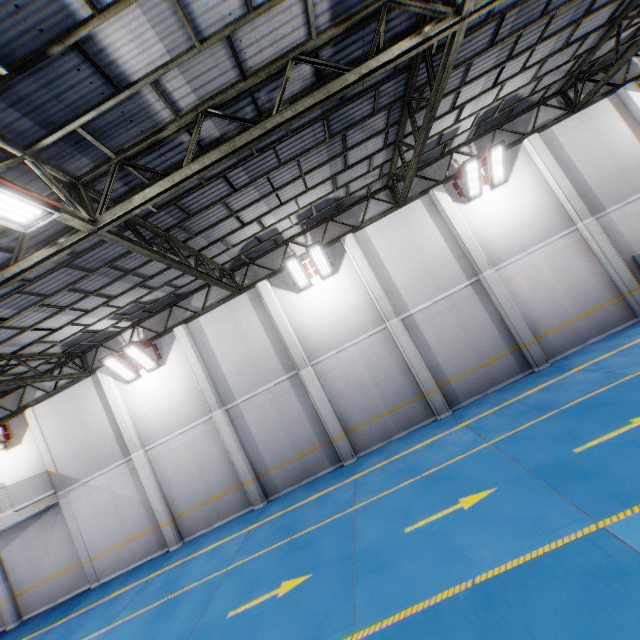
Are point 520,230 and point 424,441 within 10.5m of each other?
yes

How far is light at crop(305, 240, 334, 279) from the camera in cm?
1216

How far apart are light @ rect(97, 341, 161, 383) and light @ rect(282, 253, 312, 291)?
6.4 meters

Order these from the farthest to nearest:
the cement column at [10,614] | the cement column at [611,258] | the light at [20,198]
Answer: the cement column at [10,614] → the cement column at [611,258] → the light at [20,198]

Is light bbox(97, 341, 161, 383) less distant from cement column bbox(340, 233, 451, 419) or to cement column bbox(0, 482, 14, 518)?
cement column bbox(0, 482, 14, 518)

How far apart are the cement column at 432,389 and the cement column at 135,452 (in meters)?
11.21

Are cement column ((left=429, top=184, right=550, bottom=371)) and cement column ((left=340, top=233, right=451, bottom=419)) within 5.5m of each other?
yes

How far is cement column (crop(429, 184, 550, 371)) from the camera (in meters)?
Result: 11.86
